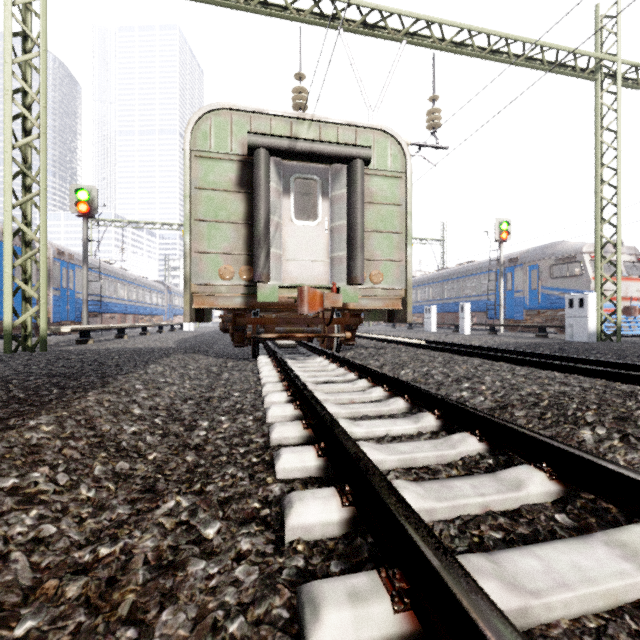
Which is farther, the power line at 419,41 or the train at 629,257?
the train at 629,257

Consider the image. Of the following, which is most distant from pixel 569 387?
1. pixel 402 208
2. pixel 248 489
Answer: pixel 402 208

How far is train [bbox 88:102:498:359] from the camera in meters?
5.4

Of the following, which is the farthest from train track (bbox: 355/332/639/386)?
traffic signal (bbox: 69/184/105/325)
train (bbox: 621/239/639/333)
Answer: traffic signal (bbox: 69/184/105/325)

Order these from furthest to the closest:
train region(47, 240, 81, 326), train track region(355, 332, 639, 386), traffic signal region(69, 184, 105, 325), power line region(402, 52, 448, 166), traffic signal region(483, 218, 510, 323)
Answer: traffic signal region(483, 218, 510, 323)
train region(47, 240, 81, 326)
traffic signal region(69, 184, 105, 325)
power line region(402, 52, 448, 166)
train track region(355, 332, 639, 386)

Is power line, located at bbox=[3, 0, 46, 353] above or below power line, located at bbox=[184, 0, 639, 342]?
below

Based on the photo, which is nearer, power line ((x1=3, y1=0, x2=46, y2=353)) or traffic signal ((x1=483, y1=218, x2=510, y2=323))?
power line ((x1=3, y1=0, x2=46, y2=353))

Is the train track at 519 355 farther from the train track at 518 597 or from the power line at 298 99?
the power line at 298 99
